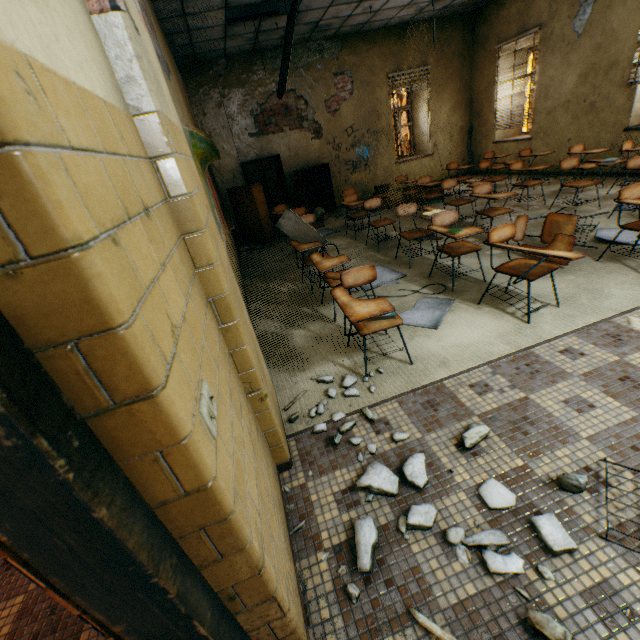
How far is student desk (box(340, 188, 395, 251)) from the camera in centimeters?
542cm

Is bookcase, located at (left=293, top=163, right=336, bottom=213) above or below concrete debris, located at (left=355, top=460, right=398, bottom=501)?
above

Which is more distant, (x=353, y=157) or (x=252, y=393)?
(x=353, y=157)

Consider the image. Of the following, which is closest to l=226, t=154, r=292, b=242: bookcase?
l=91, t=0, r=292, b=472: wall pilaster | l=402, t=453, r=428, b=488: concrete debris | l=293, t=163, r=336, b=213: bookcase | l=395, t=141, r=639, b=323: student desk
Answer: l=293, t=163, r=336, b=213: bookcase

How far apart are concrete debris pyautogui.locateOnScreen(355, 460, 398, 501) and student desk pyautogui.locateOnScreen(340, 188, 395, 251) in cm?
492

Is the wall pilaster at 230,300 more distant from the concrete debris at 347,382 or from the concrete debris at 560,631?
the concrete debris at 560,631

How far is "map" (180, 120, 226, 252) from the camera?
3.4 meters

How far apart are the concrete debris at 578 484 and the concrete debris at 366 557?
1.0m
